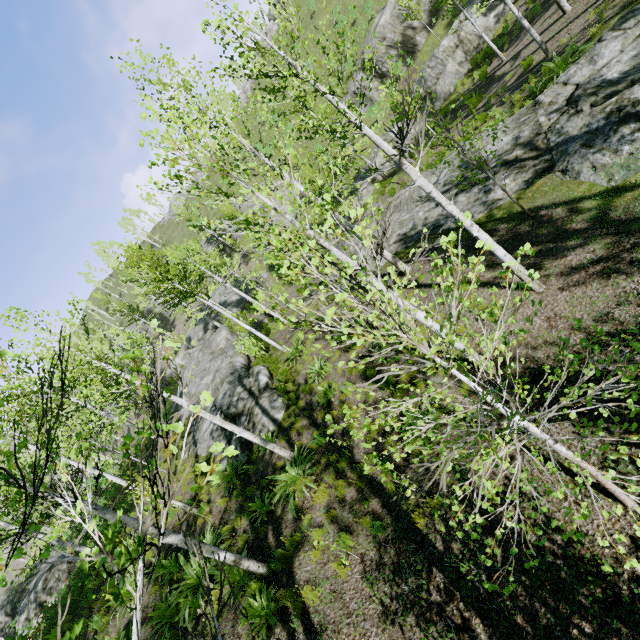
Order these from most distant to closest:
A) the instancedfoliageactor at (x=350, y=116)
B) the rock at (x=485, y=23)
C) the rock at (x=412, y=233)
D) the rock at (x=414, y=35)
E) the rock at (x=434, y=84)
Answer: the rock at (x=414, y=35) → the rock at (x=434, y=84) → the rock at (x=485, y=23) → the rock at (x=412, y=233) → the instancedfoliageactor at (x=350, y=116)

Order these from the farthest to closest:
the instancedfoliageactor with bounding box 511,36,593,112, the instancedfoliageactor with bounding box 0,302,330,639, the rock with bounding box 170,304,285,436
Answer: the rock with bounding box 170,304,285,436
the instancedfoliageactor with bounding box 511,36,593,112
the instancedfoliageactor with bounding box 0,302,330,639

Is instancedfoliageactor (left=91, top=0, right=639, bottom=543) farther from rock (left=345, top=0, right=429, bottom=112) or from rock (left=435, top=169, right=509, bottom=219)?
rock (left=345, top=0, right=429, bottom=112)

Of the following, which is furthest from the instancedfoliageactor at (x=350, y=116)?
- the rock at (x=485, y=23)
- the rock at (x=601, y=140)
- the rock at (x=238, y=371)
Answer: the rock at (x=601, y=140)

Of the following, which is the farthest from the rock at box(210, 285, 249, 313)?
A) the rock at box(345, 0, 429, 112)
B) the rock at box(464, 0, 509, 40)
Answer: the rock at box(345, 0, 429, 112)

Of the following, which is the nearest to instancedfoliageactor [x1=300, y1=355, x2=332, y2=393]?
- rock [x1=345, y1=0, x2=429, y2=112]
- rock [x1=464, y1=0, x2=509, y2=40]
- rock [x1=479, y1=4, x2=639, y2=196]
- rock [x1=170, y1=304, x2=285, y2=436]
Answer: rock [x1=170, y1=304, x2=285, y2=436]

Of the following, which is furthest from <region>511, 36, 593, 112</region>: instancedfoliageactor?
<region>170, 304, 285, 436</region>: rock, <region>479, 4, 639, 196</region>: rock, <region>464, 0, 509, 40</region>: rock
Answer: <region>479, 4, 639, 196</region>: rock

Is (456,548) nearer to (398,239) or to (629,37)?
(398,239)
